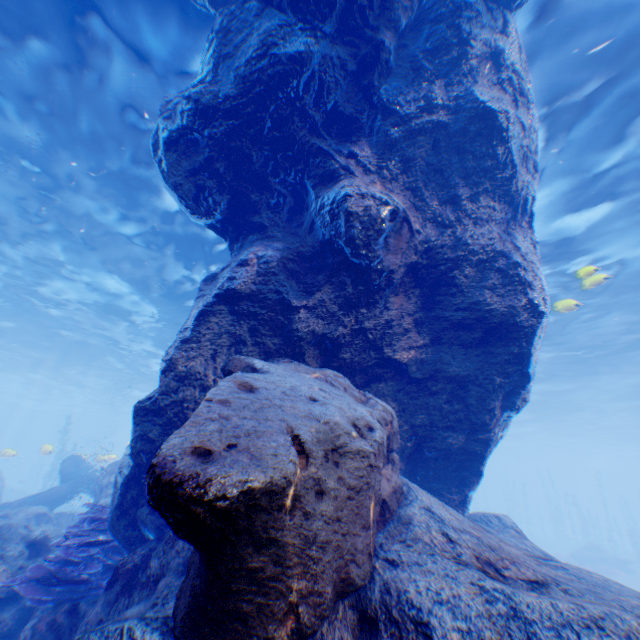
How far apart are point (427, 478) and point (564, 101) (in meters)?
9.39

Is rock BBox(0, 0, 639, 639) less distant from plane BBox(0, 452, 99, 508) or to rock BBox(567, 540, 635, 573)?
plane BBox(0, 452, 99, 508)

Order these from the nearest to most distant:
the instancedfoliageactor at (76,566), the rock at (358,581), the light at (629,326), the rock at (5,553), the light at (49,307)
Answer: the rock at (358,581) < the instancedfoliageactor at (76,566) < the rock at (5,553) < the light at (629,326) < the light at (49,307)

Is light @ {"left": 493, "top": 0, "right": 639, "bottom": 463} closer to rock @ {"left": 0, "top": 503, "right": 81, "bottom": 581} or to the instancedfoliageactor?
rock @ {"left": 0, "top": 503, "right": 81, "bottom": 581}

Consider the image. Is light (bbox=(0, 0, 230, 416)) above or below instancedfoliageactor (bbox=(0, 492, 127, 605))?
above

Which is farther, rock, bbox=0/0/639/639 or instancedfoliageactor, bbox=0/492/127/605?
instancedfoliageactor, bbox=0/492/127/605

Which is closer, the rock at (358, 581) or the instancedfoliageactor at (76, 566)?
the rock at (358, 581)

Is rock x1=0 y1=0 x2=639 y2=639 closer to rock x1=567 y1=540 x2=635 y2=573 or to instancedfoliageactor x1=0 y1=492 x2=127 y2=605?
instancedfoliageactor x1=0 y1=492 x2=127 y2=605
